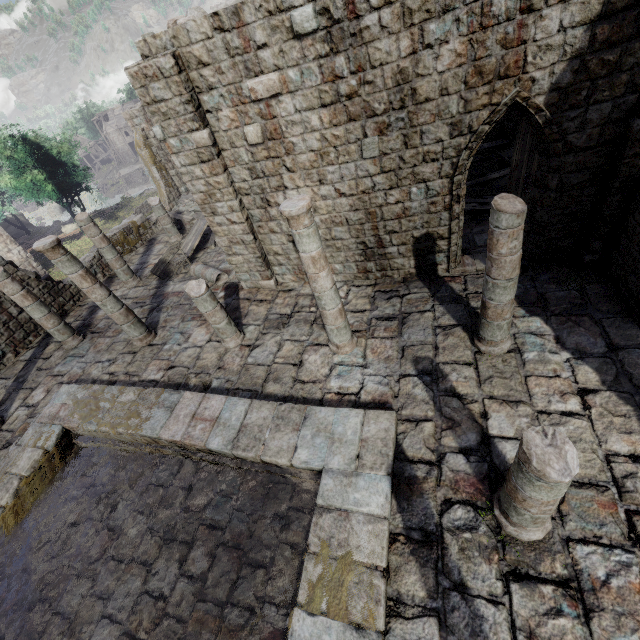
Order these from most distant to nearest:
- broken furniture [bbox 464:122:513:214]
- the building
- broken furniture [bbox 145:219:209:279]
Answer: broken furniture [bbox 145:219:209:279] → broken furniture [bbox 464:122:513:214] → the building

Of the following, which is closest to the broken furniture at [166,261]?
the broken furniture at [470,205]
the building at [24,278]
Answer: the building at [24,278]

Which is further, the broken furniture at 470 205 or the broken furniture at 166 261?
the broken furniture at 166 261

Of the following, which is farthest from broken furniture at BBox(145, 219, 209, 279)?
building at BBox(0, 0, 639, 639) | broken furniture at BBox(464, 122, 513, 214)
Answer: broken furniture at BBox(464, 122, 513, 214)

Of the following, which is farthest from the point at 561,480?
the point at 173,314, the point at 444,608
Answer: the point at 173,314

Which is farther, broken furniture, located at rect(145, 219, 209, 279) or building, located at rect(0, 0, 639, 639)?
broken furniture, located at rect(145, 219, 209, 279)
